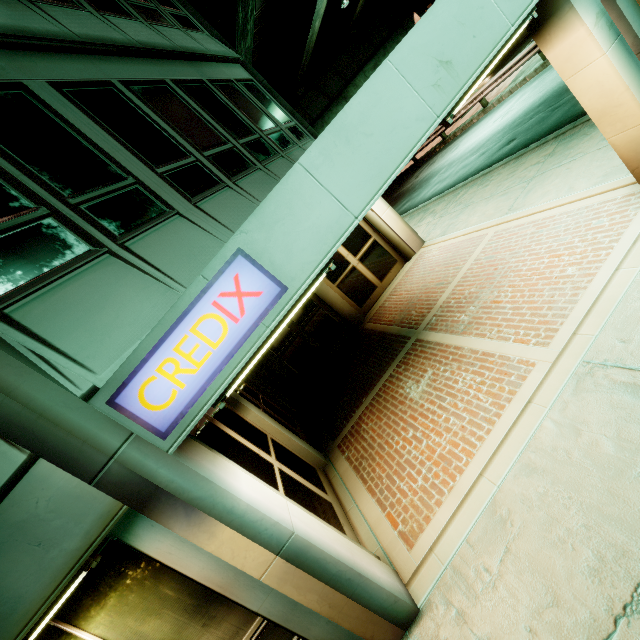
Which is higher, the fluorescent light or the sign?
the sign

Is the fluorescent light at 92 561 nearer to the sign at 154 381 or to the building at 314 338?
the building at 314 338

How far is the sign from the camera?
2.50m

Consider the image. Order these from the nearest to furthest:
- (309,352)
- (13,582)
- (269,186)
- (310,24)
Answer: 1. (13,582)
2. (269,186)
3. (309,352)
4. (310,24)

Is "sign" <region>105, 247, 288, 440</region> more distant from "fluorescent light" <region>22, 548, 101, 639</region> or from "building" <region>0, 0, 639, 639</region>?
"fluorescent light" <region>22, 548, 101, 639</region>

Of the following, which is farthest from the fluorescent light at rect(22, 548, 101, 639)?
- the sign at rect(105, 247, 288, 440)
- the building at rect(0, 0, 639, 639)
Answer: the sign at rect(105, 247, 288, 440)

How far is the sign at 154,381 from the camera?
2.50m
